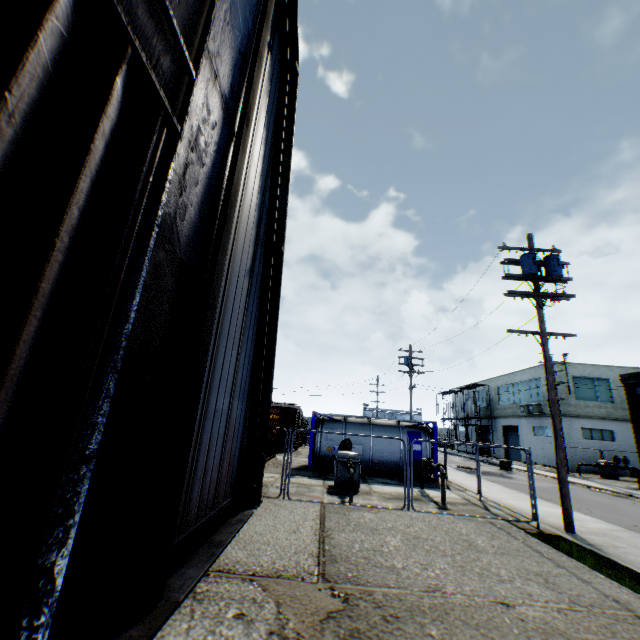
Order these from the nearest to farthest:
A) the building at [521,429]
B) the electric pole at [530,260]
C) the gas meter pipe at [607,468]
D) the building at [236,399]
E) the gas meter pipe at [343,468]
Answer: the building at [236,399]
the electric pole at [530,260]
the gas meter pipe at [343,468]
the gas meter pipe at [607,468]
the building at [521,429]

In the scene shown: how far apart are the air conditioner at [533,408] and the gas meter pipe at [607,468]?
5.8m

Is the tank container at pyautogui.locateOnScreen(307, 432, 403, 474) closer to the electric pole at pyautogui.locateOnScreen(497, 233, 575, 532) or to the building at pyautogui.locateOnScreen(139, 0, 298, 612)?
the electric pole at pyautogui.locateOnScreen(497, 233, 575, 532)

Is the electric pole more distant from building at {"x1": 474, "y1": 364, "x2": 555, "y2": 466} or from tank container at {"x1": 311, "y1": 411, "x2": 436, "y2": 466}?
building at {"x1": 474, "y1": 364, "x2": 555, "y2": 466}

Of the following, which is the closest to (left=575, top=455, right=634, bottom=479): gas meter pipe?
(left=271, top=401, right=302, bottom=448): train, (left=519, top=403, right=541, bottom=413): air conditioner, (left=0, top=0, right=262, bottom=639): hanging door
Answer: (left=519, top=403, right=541, bottom=413): air conditioner

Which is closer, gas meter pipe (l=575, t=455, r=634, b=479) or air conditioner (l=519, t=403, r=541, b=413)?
gas meter pipe (l=575, t=455, r=634, b=479)

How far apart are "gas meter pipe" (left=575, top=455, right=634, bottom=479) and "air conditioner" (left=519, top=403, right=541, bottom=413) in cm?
577

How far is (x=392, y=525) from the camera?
6.7m
